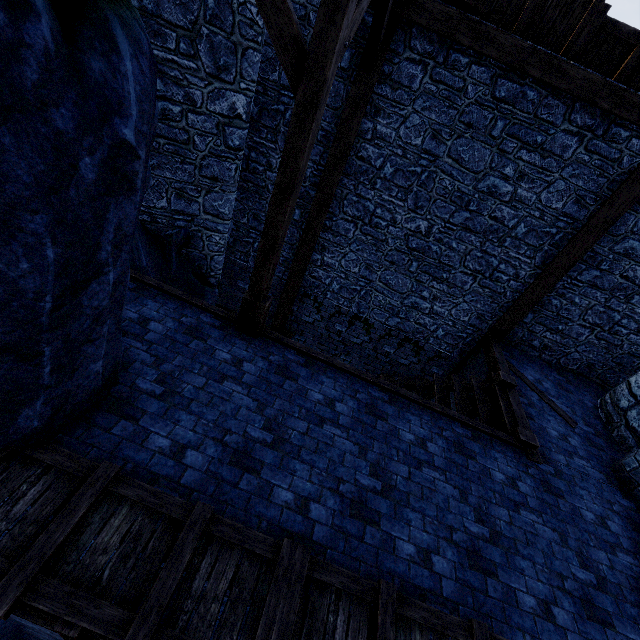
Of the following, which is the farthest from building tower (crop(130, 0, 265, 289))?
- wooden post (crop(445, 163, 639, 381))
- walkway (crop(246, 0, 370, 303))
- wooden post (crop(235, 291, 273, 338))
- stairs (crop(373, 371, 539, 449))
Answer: wooden post (crop(445, 163, 639, 381))

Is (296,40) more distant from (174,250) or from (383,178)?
(174,250)

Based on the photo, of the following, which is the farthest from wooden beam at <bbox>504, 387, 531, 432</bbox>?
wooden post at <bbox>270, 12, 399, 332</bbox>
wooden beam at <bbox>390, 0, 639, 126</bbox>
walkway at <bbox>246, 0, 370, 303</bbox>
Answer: wooden beam at <bbox>390, 0, 639, 126</bbox>

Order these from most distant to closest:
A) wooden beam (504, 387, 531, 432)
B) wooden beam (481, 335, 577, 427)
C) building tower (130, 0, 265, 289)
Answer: wooden beam (481, 335, 577, 427) < wooden beam (504, 387, 531, 432) < building tower (130, 0, 265, 289)

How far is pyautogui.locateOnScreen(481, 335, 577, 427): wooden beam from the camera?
6.6 meters

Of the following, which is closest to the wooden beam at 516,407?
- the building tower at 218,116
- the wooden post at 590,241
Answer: the wooden post at 590,241

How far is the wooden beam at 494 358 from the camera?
6.6 meters

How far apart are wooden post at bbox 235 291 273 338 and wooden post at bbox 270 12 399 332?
3.1 meters
